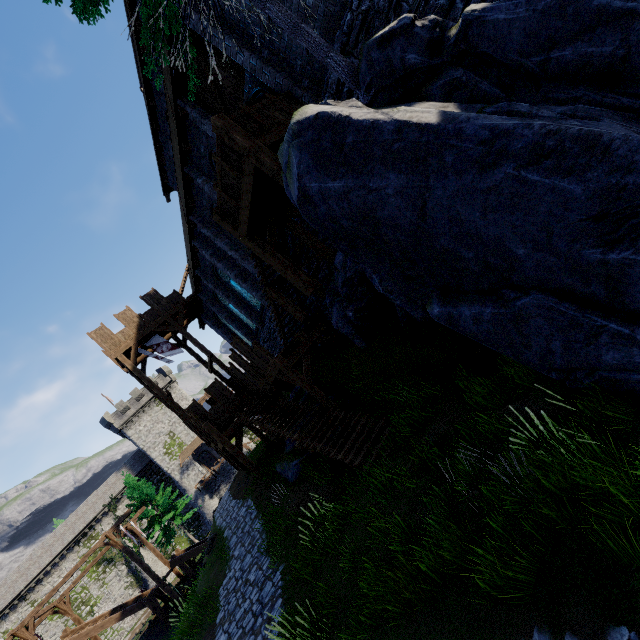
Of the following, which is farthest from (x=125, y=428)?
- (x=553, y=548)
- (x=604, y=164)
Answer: (x=604, y=164)

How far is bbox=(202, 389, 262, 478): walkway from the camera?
15.6m

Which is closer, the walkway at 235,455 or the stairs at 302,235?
the stairs at 302,235

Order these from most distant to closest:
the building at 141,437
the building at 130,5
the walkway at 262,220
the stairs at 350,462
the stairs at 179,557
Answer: the building at 141,437 → the stairs at 179,557 → the building at 130,5 → the stairs at 350,462 → the walkway at 262,220

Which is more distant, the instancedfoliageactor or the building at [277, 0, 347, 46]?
the instancedfoliageactor

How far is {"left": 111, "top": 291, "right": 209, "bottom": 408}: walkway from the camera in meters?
20.5

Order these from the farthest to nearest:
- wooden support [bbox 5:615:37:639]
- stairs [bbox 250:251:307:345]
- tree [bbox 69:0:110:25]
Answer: wooden support [bbox 5:615:37:639] → stairs [bbox 250:251:307:345] → tree [bbox 69:0:110:25]

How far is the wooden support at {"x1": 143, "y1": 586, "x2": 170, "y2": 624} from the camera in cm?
2298
